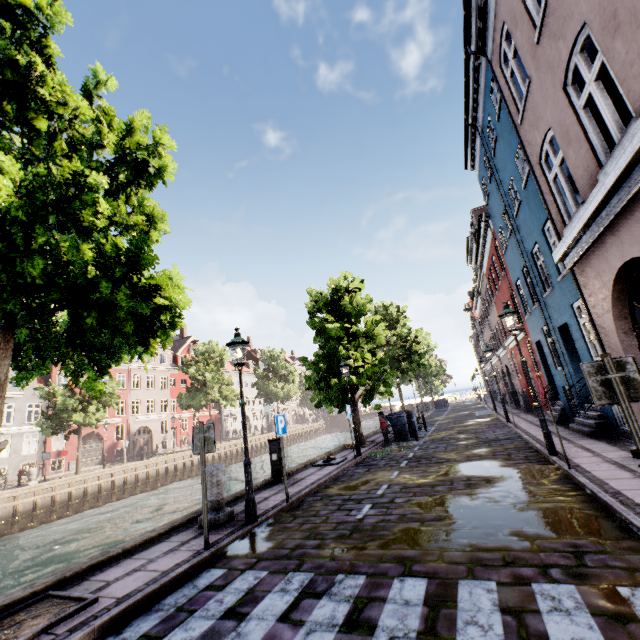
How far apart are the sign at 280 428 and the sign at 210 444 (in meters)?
2.07

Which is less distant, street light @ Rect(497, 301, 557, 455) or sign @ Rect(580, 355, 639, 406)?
sign @ Rect(580, 355, 639, 406)

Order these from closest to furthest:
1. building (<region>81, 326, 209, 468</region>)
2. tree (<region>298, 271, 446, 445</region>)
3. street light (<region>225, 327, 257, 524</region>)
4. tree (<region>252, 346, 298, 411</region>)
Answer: street light (<region>225, 327, 257, 524</region>), tree (<region>298, 271, 446, 445</region>), building (<region>81, 326, 209, 468</region>), tree (<region>252, 346, 298, 411</region>)

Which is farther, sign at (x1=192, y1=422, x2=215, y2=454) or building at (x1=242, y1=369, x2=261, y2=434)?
building at (x1=242, y1=369, x2=261, y2=434)

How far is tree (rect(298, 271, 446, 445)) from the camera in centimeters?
1509cm

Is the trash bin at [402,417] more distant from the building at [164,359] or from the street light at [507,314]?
the building at [164,359]

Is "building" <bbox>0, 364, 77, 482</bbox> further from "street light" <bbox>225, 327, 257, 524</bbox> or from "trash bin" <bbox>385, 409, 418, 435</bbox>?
"trash bin" <bbox>385, 409, 418, 435</bbox>

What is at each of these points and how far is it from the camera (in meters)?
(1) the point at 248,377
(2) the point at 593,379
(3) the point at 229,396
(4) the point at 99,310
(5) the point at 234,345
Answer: (1) building, 59.72
(2) sign, 3.62
(3) tree, 36.84
(4) tree, 3.94
(5) street light, 6.92
